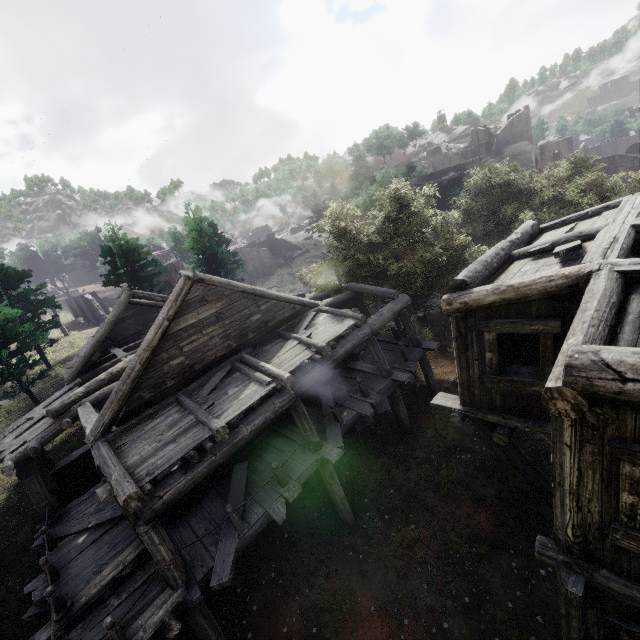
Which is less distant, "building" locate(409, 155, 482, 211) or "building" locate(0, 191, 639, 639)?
"building" locate(0, 191, 639, 639)

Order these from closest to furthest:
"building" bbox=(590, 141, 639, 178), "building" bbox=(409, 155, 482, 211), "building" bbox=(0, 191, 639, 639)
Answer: "building" bbox=(0, 191, 639, 639), "building" bbox=(409, 155, 482, 211), "building" bbox=(590, 141, 639, 178)

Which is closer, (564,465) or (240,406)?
(564,465)

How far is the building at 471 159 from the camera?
29.5m

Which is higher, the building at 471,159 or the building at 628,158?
the building at 471,159

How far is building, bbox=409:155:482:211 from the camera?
29.5m
